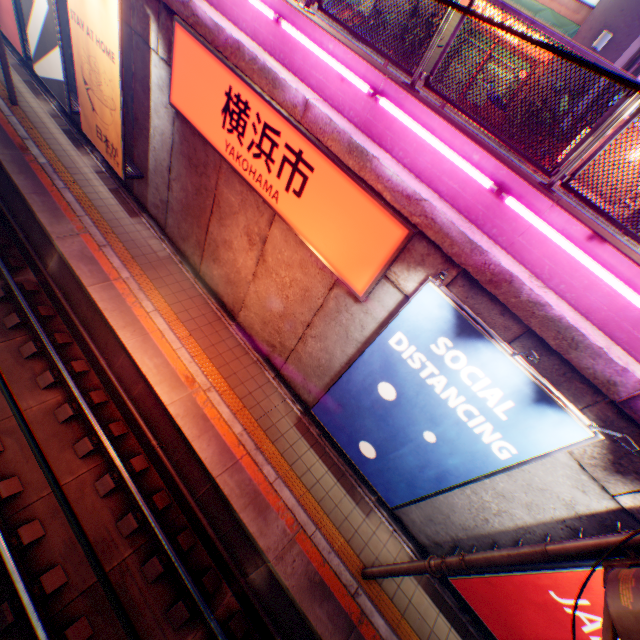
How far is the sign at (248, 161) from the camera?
5.27m

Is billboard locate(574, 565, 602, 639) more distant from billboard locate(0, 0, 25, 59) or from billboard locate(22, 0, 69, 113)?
billboard locate(0, 0, 25, 59)

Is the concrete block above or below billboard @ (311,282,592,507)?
above

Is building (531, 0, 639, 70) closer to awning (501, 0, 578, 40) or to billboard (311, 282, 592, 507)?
awning (501, 0, 578, 40)

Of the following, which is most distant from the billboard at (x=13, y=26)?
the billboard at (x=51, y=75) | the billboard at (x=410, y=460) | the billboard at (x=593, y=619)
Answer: the billboard at (x=593, y=619)

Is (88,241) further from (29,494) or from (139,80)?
(29,494)

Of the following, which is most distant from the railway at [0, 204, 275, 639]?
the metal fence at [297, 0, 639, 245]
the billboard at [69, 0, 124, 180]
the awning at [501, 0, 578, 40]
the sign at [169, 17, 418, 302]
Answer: the awning at [501, 0, 578, 40]

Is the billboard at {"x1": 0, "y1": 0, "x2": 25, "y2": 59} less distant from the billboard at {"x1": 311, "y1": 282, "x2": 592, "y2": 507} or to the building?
the building
